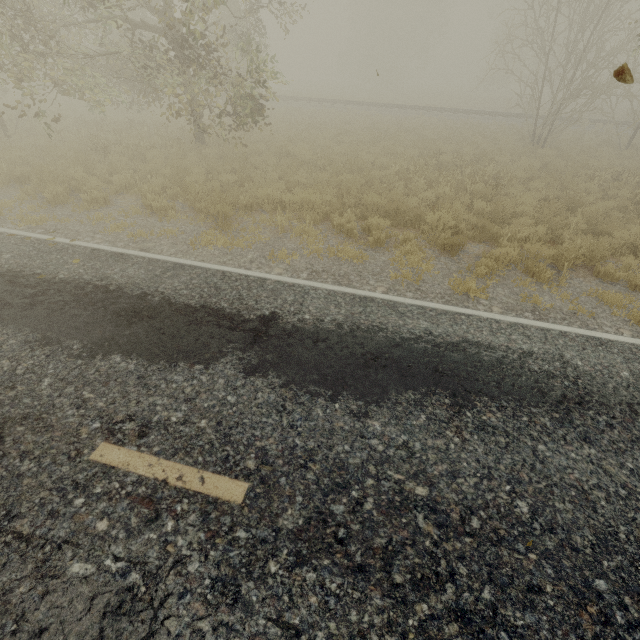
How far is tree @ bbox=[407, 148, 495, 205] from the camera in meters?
9.9 m

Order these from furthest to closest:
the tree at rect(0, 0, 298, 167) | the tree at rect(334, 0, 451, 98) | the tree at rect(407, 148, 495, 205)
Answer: the tree at rect(334, 0, 451, 98), the tree at rect(407, 148, 495, 205), the tree at rect(0, 0, 298, 167)

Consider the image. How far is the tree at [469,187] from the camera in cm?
985

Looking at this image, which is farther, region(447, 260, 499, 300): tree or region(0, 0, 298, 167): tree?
region(0, 0, 298, 167): tree

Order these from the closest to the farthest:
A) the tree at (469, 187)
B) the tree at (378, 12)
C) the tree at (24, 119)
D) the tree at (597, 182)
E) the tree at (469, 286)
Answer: the tree at (469, 286)
the tree at (24, 119)
the tree at (469, 187)
the tree at (597, 182)
the tree at (378, 12)

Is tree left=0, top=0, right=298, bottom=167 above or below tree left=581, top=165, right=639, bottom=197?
above

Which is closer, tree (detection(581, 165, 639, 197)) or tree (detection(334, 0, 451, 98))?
tree (detection(581, 165, 639, 197))

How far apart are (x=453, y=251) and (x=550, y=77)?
16.6m
